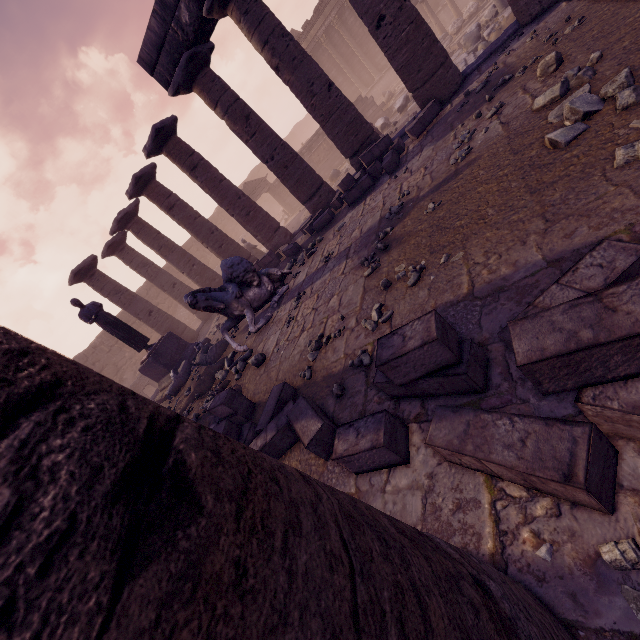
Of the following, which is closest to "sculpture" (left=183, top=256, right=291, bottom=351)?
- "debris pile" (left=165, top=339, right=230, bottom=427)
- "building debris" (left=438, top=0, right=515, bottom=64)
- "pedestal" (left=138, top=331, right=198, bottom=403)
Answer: "debris pile" (left=165, top=339, right=230, bottom=427)

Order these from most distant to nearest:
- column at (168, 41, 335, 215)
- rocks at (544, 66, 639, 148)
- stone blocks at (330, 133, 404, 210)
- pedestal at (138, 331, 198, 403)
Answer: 1. pedestal at (138, 331, 198, 403)
2. column at (168, 41, 335, 215)
3. stone blocks at (330, 133, 404, 210)
4. rocks at (544, 66, 639, 148)

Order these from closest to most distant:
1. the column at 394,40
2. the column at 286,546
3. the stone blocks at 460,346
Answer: the column at 286,546, the stone blocks at 460,346, the column at 394,40

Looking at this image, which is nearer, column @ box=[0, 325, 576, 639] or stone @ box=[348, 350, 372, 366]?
column @ box=[0, 325, 576, 639]

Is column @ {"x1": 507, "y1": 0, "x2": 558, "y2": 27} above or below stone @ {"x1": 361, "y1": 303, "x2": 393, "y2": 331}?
above

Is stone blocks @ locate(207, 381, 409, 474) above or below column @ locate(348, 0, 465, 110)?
below

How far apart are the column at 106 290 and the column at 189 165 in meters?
5.2

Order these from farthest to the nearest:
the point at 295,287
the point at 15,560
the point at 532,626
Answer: the point at 295,287 → the point at 532,626 → the point at 15,560
